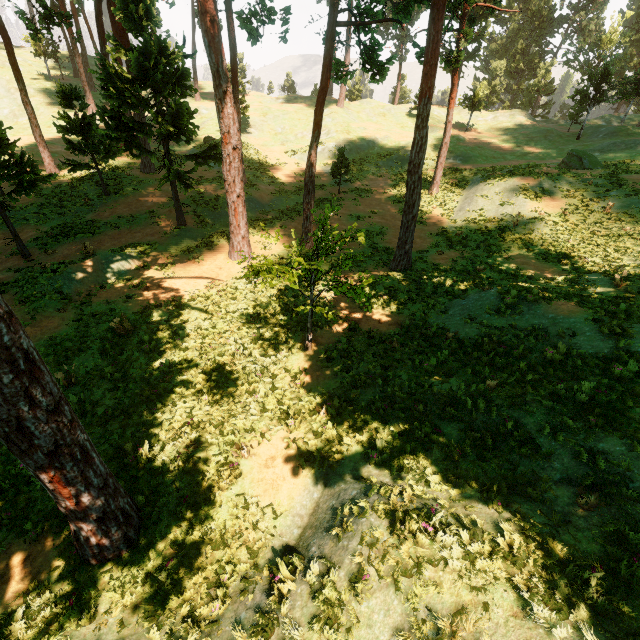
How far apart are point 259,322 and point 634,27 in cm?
8334

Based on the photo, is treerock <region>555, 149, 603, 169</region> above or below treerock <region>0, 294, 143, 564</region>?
above

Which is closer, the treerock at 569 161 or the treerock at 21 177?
the treerock at 21 177

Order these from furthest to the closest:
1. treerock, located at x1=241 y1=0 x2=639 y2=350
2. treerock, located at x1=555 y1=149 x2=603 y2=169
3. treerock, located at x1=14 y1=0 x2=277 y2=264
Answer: treerock, located at x1=555 y1=149 x2=603 y2=169 < treerock, located at x1=14 y1=0 x2=277 y2=264 < treerock, located at x1=241 y1=0 x2=639 y2=350

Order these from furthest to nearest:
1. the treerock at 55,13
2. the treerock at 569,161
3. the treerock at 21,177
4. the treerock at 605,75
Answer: the treerock at 569,161, the treerock at 21,177, the treerock at 55,13, the treerock at 605,75

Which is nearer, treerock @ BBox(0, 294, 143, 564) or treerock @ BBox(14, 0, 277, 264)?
treerock @ BBox(0, 294, 143, 564)

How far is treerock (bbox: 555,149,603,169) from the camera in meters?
26.2
